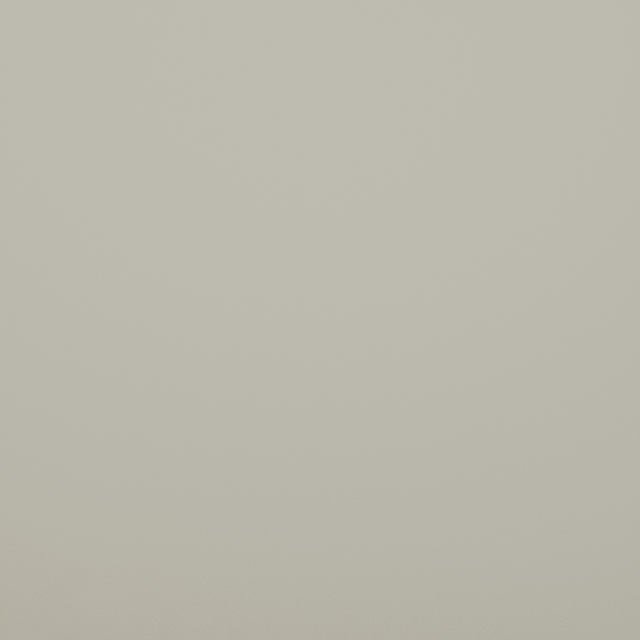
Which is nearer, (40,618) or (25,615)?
(25,615)
